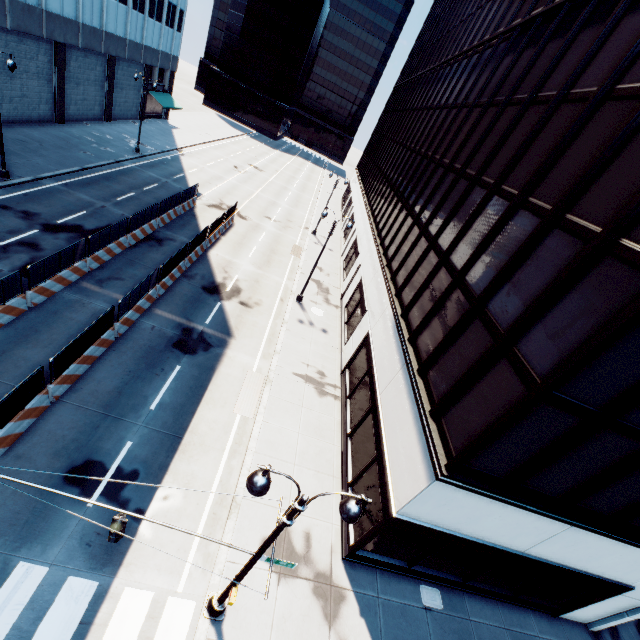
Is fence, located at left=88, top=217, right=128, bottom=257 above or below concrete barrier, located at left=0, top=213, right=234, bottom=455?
above

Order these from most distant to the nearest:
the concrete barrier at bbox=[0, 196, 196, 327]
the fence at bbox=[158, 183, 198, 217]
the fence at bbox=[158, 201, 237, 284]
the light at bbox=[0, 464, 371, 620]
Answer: the fence at bbox=[158, 183, 198, 217], the fence at bbox=[158, 201, 237, 284], the concrete barrier at bbox=[0, 196, 196, 327], the light at bbox=[0, 464, 371, 620]

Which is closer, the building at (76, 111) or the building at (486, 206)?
the building at (486, 206)

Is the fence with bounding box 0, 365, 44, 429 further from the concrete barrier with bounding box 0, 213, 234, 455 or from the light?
the light

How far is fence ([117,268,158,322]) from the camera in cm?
1510

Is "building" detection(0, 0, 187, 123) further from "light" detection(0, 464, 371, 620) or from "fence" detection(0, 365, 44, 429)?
"light" detection(0, 464, 371, 620)

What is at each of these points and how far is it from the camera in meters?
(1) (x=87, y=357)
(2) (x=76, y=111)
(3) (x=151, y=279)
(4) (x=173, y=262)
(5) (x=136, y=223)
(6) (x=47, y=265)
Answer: (1) concrete barrier, 13.6
(2) building, 34.6
(3) fence, 17.5
(4) fence, 19.7
(5) fence, 21.9
(6) fence, 15.1

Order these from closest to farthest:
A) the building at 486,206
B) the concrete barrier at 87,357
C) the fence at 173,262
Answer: the building at 486,206 < the concrete barrier at 87,357 < the fence at 173,262
